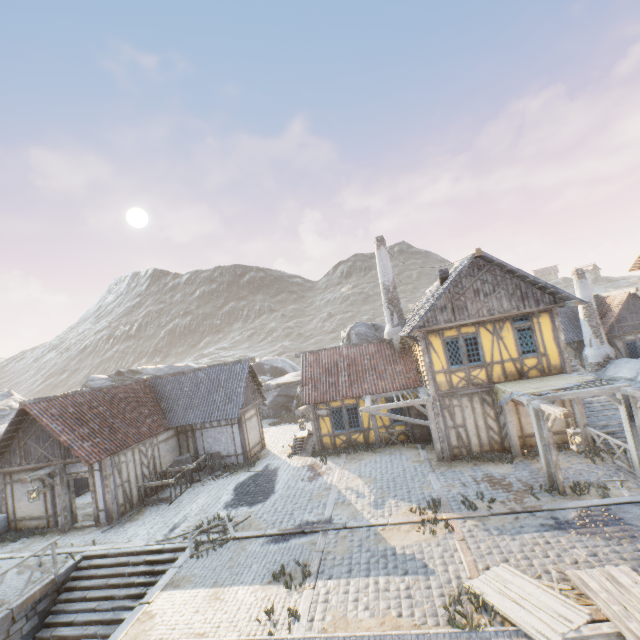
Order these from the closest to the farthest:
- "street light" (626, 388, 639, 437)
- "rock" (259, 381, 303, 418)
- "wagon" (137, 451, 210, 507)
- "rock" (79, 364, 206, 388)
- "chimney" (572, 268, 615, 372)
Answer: "street light" (626, 388, 639, 437)
"wagon" (137, 451, 210, 507)
"chimney" (572, 268, 615, 372)
"rock" (259, 381, 303, 418)
"rock" (79, 364, 206, 388)

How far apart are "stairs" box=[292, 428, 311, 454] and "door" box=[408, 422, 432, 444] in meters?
5.4 m

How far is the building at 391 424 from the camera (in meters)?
17.63

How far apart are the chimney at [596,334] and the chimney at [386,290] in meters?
13.8

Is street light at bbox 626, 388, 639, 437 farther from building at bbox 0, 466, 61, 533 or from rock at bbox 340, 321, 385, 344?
rock at bbox 340, 321, 385, 344

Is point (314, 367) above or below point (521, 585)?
above

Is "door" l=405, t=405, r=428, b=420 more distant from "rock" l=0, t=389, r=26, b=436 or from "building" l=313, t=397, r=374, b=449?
"rock" l=0, t=389, r=26, b=436

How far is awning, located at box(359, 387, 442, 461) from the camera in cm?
1445
